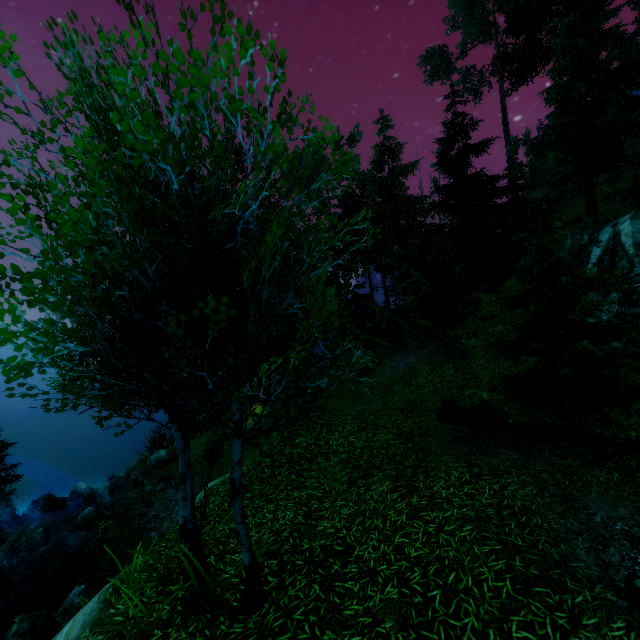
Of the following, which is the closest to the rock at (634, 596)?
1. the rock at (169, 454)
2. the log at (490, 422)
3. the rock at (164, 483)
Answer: the log at (490, 422)

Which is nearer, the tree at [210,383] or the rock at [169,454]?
the tree at [210,383]

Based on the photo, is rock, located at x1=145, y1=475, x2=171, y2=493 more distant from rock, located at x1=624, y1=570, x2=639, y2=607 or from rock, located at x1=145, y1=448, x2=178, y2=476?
rock, located at x1=624, y1=570, x2=639, y2=607

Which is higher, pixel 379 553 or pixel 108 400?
pixel 108 400

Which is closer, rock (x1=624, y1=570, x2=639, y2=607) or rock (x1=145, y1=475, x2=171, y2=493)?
rock (x1=624, y1=570, x2=639, y2=607)

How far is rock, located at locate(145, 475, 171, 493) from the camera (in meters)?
18.44

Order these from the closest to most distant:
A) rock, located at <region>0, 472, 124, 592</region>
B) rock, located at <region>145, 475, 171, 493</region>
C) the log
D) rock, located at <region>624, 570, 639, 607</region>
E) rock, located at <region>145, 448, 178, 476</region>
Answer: rock, located at <region>624, 570, 639, 607</region>
the log
rock, located at <region>0, 472, 124, 592</region>
rock, located at <region>145, 475, 171, 493</region>
rock, located at <region>145, 448, 178, 476</region>

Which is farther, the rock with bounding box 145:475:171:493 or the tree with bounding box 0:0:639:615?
the rock with bounding box 145:475:171:493
